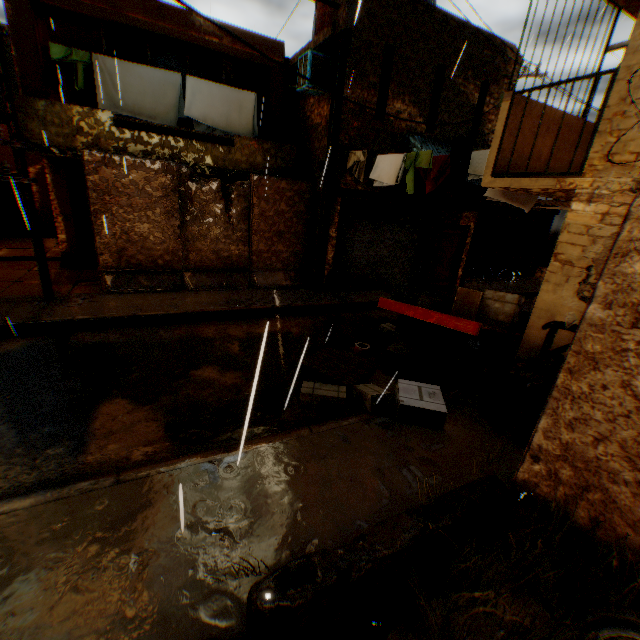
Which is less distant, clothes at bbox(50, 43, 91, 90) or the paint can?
the paint can

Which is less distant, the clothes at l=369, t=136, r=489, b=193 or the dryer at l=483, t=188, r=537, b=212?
the clothes at l=369, t=136, r=489, b=193

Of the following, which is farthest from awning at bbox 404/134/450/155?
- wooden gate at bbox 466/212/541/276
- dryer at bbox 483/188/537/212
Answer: wooden gate at bbox 466/212/541/276

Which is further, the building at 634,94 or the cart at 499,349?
the cart at 499,349

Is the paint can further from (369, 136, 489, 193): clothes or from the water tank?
the water tank

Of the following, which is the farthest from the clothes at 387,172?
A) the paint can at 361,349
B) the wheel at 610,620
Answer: the wheel at 610,620

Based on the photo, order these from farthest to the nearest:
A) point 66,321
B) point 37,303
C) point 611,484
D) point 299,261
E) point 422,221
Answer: point 422,221
point 299,261
point 37,303
point 66,321
point 611,484

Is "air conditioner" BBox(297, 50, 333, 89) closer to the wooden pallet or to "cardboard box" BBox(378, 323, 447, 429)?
"cardboard box" BBox(378, 323, 447, 429)
